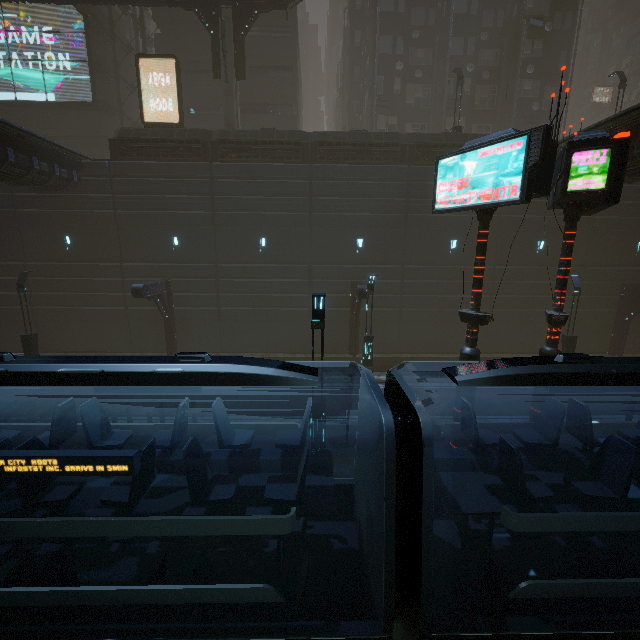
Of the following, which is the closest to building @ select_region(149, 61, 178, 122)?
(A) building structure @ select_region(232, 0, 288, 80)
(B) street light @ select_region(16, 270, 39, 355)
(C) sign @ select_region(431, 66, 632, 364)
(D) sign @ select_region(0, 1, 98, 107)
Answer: (D) sign @ select_region(0, 1, 98, 107)

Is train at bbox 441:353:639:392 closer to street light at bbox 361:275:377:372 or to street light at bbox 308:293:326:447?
street light at bbox 308:293:326:447

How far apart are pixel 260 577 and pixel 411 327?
18.2 meters

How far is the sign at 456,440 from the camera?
9.7m

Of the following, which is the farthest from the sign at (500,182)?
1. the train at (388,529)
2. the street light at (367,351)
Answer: the street light at (367,351)

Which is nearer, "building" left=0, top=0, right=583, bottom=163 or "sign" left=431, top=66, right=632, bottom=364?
"sign" left=431, top=66, right=632, bottom=364

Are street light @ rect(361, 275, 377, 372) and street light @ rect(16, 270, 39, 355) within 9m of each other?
→ no

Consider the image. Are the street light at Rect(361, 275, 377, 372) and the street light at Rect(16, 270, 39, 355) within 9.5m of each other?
no
